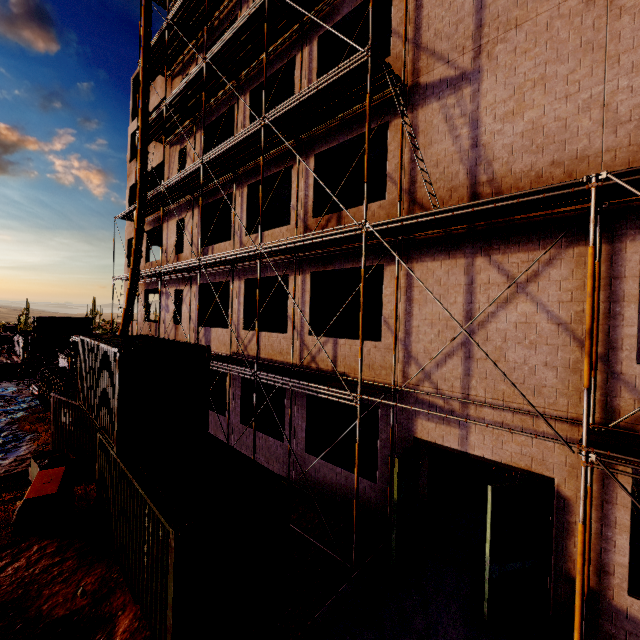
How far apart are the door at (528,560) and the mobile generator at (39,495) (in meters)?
10.35

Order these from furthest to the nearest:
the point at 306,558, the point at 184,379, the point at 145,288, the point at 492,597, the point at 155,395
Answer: the point at 145,288 → the point at 184,379 → the point at 155,395 → the point at 306,558 → the point at 492,597

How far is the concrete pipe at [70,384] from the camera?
17.2m

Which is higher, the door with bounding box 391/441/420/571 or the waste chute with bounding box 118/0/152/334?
the waste chute with bounding box 118/0/152/334

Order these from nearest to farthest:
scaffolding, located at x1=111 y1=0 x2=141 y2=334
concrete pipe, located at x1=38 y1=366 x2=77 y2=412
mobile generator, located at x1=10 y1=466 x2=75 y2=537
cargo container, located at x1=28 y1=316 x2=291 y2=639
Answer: cargo container, located at x1=28 y1=316 x2=291 y2=639
mobile generator, located at x1=10 y1=466 x2=75 y2=537
concrete pipe, located at x1=38 y1=366 x2=77 y2=412
scaffolding, located at x1=111 y1=0 x2=141 y2=334

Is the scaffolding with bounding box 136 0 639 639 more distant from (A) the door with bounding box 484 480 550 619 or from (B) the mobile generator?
(B) the mobile generator

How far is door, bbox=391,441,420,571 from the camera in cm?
717

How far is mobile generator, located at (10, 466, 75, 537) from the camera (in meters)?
8.21
